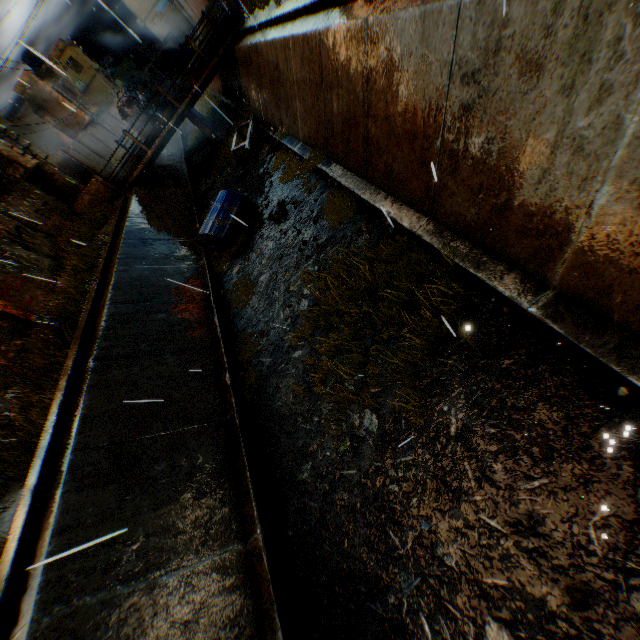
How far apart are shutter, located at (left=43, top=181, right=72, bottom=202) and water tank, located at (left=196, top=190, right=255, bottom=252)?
19.89m

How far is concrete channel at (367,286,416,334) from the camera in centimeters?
497cm

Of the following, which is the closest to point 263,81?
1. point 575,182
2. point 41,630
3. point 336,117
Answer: point 336,117

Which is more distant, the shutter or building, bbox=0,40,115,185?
building, bbox=0,40,115,185

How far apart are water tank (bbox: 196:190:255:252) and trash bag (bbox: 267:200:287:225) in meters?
1.2 m

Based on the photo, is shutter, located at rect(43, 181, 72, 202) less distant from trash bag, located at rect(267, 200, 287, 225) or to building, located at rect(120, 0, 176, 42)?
trash bag, located at rect(267, 200, 287, 225)

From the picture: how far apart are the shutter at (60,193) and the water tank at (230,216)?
19.89m

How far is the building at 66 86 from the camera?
31.0m
